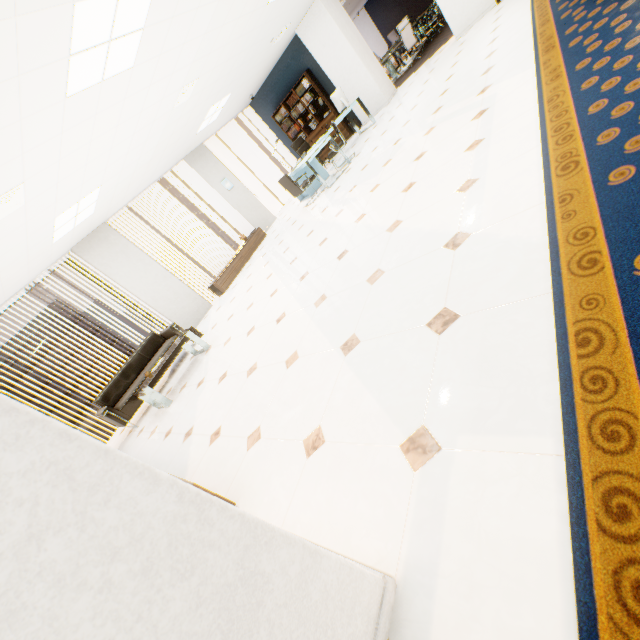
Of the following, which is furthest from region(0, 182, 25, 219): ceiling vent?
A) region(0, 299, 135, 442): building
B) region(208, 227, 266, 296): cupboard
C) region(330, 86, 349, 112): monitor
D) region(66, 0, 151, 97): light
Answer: region(0, 299, 135, 442): building

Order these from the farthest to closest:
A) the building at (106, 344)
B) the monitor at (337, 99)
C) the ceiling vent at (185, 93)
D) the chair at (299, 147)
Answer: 1. the building at (106, 344)
2. the chair at (299, 147)
3. the monitor at (337, 99)
4. the ceiling vent at (185, 93)

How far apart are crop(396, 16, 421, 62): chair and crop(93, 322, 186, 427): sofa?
10.9 meters

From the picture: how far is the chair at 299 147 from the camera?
9.66m

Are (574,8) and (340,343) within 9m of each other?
yes

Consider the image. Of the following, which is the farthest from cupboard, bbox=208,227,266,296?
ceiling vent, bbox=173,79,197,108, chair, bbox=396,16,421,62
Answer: chair, bbox=396,16,421,62

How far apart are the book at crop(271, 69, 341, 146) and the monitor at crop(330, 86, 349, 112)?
1.49m

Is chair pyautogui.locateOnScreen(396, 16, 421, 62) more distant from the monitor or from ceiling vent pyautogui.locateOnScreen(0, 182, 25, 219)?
ceiling vent pyautogui.locateOnScreen(0, 182, 25, 219)
